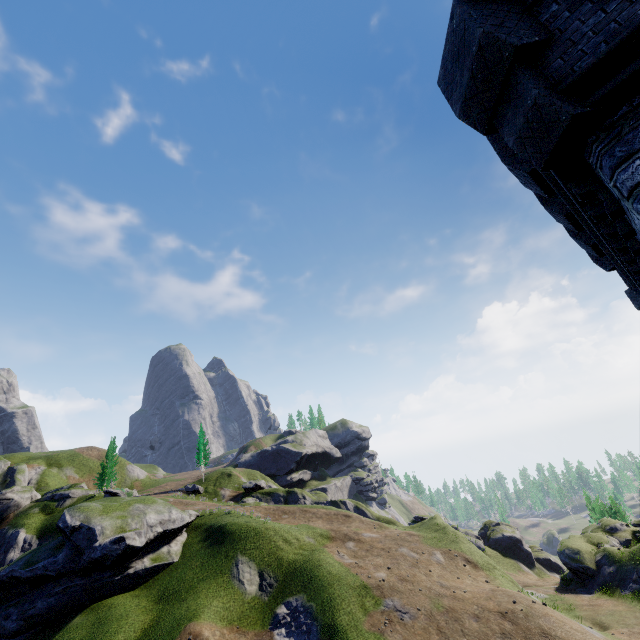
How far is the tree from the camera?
51.9m

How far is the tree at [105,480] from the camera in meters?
51.9

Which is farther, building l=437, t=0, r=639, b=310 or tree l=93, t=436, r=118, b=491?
tree l=93, t=436, r=118, b=491

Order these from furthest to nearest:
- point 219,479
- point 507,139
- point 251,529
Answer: point 219,479, point 251,529, point 507,139

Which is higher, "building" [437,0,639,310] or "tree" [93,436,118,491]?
"tree" [93,436,118,491]

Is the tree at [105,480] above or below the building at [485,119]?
above
